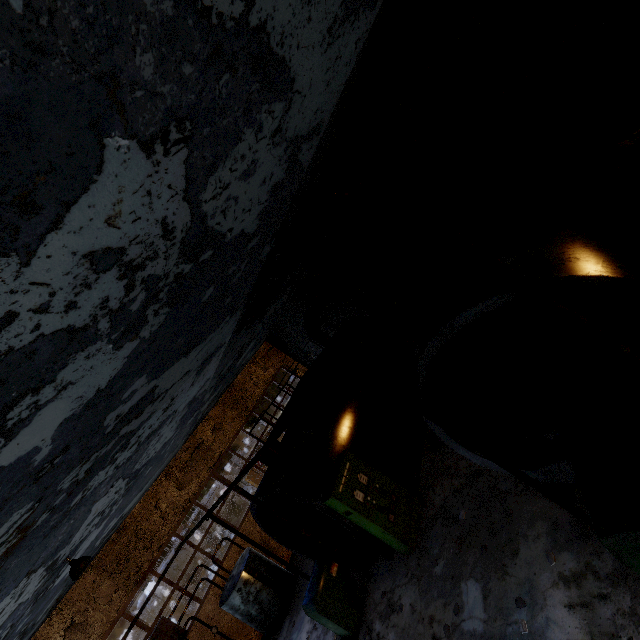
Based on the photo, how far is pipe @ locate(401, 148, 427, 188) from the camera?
9.9m

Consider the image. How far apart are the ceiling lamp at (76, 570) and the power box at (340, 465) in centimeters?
578cm

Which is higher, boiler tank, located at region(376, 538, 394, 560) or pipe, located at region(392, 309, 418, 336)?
pipe, located at region(392, 309, 418, 336)

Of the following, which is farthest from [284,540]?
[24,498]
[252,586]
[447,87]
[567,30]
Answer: [567,30]

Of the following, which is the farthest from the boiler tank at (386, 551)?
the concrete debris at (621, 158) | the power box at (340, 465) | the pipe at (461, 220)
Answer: the pipe at (461, 220)

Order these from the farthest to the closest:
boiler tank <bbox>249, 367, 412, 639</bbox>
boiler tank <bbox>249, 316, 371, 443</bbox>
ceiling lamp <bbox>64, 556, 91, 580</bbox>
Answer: boiler tank <bbox>249, 316, 371, 443</bbox>
boiler tank <bbox>249, 367, 412, 639</bbox>
ceiling lamp <bbox>64, 556, 91, 580</bbox>

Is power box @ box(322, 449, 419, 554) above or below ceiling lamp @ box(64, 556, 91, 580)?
below

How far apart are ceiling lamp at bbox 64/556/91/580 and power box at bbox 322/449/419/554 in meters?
5.8 m
